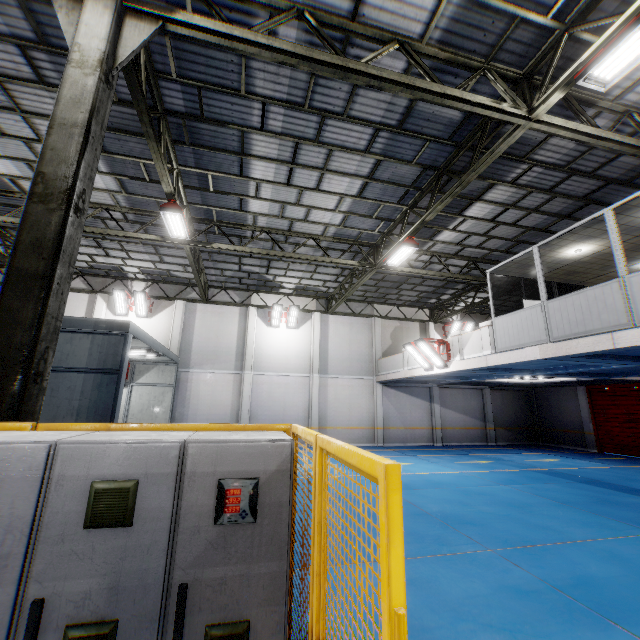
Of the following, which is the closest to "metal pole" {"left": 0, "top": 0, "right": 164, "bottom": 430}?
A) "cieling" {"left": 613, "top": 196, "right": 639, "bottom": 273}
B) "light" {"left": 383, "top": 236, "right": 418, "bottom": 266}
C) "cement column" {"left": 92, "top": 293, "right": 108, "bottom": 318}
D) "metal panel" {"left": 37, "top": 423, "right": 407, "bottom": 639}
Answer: "metal panel" {"left": 37, "top": 423, "right": 407, "bottom": 639}

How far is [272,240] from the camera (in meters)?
12.76

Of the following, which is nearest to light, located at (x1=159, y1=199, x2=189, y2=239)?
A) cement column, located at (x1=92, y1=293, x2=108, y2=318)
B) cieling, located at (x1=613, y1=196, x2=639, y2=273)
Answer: cement column, located at (x1=92, y1=293, x2=108, y2=318)

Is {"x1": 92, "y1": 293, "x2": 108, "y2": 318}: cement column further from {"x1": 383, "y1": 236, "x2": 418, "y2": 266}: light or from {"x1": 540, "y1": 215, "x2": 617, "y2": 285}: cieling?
{"x1": 540, "y1": 215, "x2": 617, "y2": 285}: cieling

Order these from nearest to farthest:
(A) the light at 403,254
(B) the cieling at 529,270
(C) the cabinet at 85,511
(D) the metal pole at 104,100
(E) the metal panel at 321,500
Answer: (E) the metal panel at 321,500 < (C) the cabinet at 85,511 < (D) the metal pole at 104,100 < (B) the cieling at 529,270 < (A) the light at 403,254

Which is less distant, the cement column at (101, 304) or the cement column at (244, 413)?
the cement column at (101, 304)

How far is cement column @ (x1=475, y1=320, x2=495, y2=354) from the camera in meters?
11.0 m

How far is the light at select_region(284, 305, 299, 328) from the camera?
19.0m
